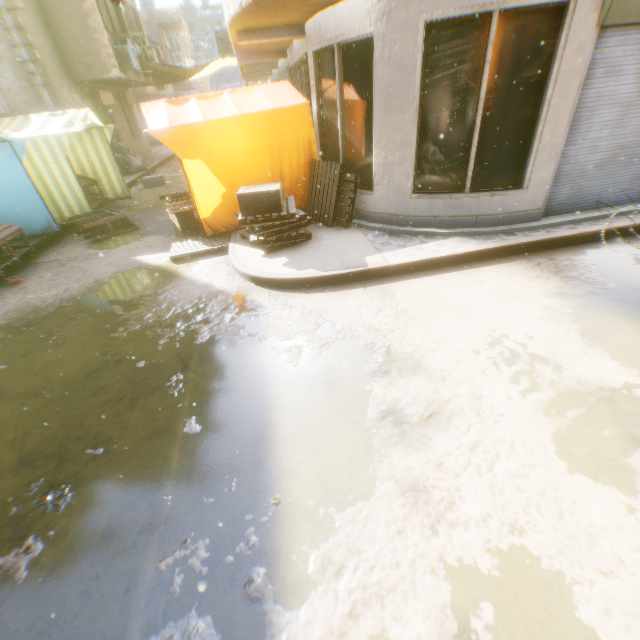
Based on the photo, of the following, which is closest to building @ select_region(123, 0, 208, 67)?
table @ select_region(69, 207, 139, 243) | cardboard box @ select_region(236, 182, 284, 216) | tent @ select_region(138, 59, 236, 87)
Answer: tent @ select_region(138, 59, 236, 87)

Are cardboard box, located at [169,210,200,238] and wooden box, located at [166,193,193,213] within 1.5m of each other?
yes

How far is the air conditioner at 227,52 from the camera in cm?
1166

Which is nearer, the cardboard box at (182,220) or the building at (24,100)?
the cardboard box at (182,220)

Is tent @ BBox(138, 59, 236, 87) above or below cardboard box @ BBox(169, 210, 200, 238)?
above

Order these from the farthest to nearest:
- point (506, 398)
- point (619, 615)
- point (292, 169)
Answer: point (292, 169), point (506, 398), point (619, 615)

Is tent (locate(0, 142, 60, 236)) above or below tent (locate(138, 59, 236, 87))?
below

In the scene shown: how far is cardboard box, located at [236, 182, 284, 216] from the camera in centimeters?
535cm
